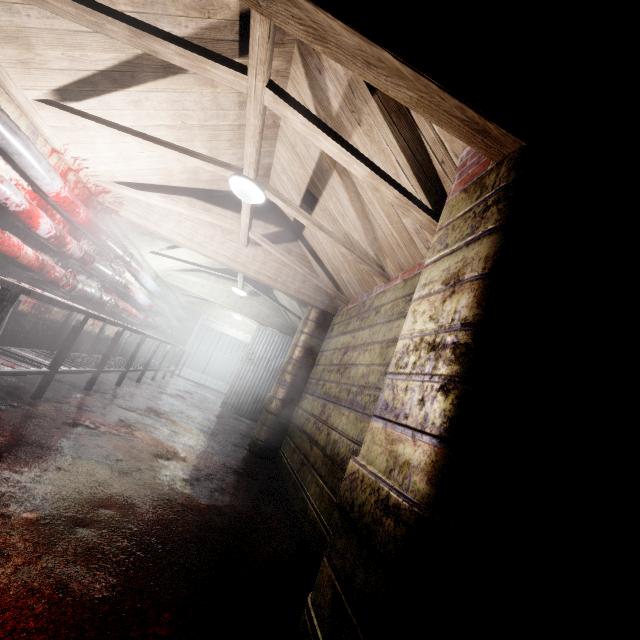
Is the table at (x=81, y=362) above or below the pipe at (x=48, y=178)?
below

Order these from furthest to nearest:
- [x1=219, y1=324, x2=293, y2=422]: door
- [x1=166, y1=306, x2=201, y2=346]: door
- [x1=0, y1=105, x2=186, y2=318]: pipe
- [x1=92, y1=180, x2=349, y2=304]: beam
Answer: Answer:
1. [x1=166, y1=306, x2=201, y2=346]: door
2. [x1=219, y1=324, x2=293, y2=422]: door
3. [x1=92, y1=180, x2=349, y2=304]: beam
4. [x1=0, y1=105, x2=186, y2=318]: pipe

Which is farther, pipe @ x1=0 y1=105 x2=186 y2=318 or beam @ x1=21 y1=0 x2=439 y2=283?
pipe @ x1=0 y1=105 x2=186 y2=318

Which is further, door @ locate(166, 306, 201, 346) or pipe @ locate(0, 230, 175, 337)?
door @ locate(166, 306, 201, 346)

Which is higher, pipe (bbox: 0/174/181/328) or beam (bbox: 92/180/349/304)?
beam (bbox: 92/180/349/304)

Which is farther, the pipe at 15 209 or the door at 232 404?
the door at 232 404

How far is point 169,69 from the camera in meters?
2.3 m

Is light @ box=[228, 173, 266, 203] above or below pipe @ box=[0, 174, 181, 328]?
above
